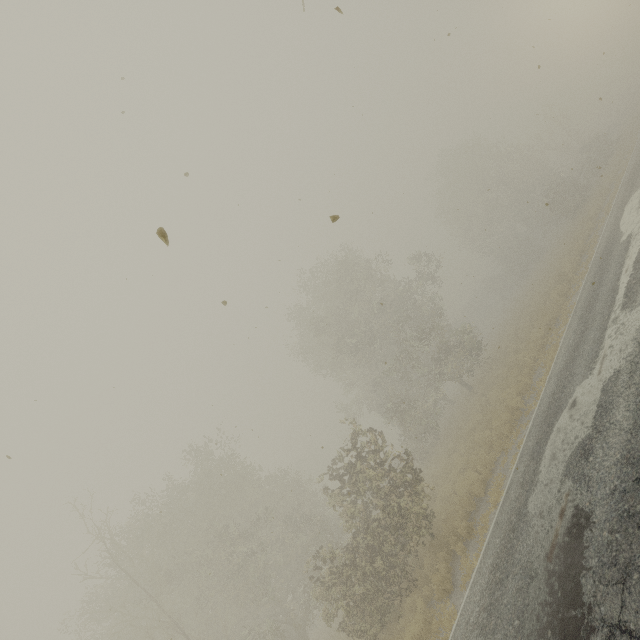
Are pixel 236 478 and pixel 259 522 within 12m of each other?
yes
